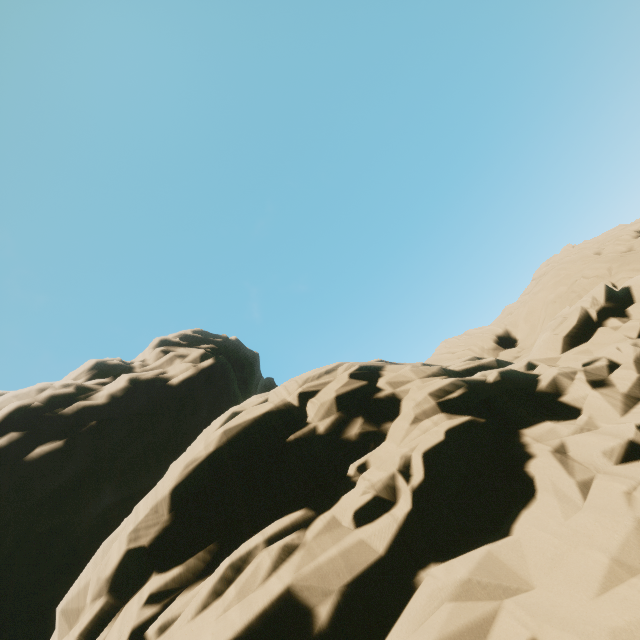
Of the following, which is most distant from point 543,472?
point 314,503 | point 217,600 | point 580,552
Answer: point 217,600
